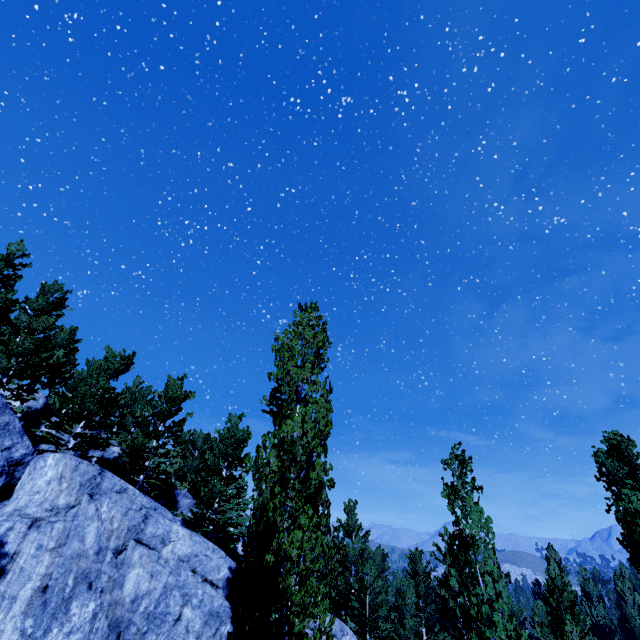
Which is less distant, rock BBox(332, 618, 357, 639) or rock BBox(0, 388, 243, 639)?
rock BBox(0, 388, 243, 639)

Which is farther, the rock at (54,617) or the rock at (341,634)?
→ the rock at (341,634)

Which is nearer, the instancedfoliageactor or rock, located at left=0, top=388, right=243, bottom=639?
the instancedfoliageactor

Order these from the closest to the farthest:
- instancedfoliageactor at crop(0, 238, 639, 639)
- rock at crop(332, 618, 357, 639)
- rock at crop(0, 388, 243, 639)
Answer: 1. instancedfoliageactor at crop(0, 238, 639, 639)
2. rock at crop(0, 388, 243, 639)
3. rock at crop(332, 618, 357, 639)

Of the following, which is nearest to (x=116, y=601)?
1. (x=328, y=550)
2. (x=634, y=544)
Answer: (x=328, y=550)

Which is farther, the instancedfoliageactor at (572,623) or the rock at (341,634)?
the rock at (341,634)
